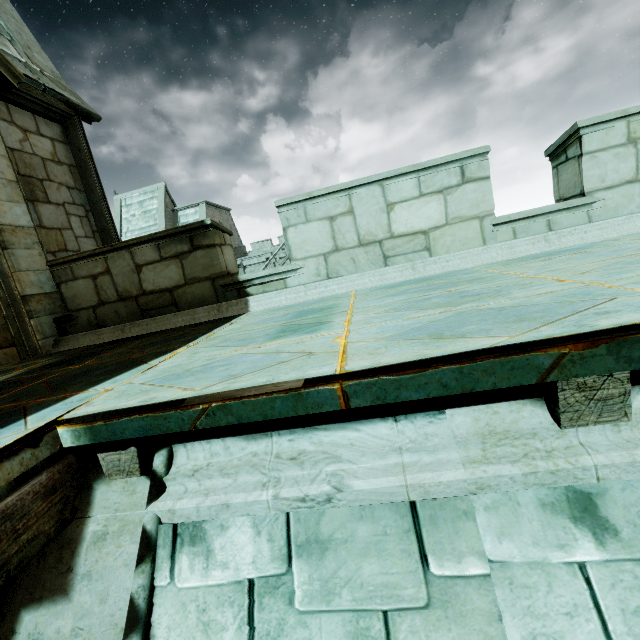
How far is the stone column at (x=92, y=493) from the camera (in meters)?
1.37

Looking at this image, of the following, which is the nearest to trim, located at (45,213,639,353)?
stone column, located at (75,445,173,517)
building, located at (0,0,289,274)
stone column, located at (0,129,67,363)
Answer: stone column, located at (0,129,67,363)

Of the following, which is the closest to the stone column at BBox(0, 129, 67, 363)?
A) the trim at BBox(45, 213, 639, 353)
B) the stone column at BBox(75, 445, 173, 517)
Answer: the trim at BBox(45, 213, 639, 353)

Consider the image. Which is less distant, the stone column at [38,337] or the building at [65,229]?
the stone column at [38,337]

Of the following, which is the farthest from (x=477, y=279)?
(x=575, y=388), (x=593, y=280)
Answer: (x=575, y=388)

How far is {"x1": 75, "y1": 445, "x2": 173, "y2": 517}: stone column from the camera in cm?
137

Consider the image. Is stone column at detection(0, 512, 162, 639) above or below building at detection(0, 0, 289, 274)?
below

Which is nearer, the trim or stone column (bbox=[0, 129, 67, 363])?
the trim
